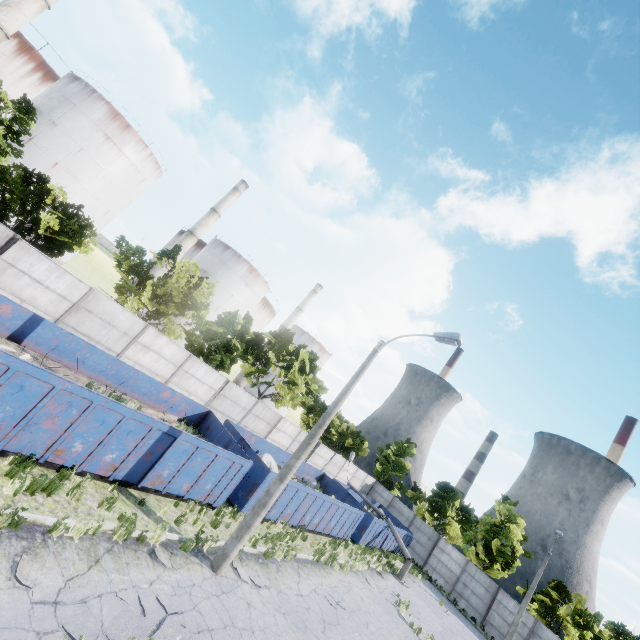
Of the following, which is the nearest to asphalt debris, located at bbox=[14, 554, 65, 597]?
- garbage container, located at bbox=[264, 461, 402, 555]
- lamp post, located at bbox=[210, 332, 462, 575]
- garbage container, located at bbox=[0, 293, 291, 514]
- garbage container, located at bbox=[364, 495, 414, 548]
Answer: garbage container, located at bbox=[0, 293, 291, 514]

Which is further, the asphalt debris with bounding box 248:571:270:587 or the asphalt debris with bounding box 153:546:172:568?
the asphalt debris with bounding box 248:571:270:587

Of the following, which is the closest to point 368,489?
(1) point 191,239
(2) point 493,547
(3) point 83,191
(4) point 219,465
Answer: (2) point 493,547

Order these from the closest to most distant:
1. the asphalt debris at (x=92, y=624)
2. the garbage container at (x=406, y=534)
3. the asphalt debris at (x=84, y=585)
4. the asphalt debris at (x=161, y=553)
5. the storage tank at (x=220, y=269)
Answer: the asphalt debris at (x=92, y=624), the asphalt debris at (x=84, y=585), the asphalt debris at (x=161, y=553), the garbage container at (x=406, y=534), the storage tank at (x=220, y=269)

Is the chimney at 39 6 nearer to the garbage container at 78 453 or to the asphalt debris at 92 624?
the garbage container at 78 453

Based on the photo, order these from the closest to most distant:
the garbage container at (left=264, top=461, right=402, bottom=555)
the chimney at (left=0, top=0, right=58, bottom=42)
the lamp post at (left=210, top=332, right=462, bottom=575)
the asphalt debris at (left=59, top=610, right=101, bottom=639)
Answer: the asphalt debris at (left=59, top=610, right=101, bottom=639) → the lamp post at (left=210, top=332, right=462, bottom=575) → the garbage container at (left=264, top=461, right=402, bottom=555) → the chimney at (left=0, top=0, right=58, bottom=42)

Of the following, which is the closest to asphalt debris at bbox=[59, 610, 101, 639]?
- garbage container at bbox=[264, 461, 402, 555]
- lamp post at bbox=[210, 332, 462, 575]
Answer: lamp post at bbox=[210, 332, 462, 575]

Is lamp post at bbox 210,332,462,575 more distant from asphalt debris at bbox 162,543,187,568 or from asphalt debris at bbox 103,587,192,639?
asphalt debris at bbox 103,587,192,639
